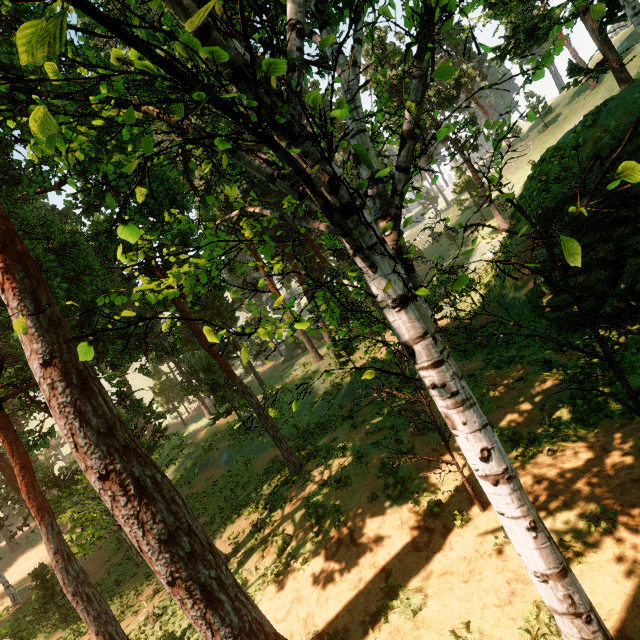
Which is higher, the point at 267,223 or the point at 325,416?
the point at 267,223

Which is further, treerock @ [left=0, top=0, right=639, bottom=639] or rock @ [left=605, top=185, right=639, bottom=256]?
rock @ [left=605, top=185, right=639, bottom=256]

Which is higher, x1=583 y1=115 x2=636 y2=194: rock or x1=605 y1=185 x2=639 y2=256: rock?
x1=583 y1=115 x2=636 y2=194: rock

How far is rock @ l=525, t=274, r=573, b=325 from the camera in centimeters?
1484cm

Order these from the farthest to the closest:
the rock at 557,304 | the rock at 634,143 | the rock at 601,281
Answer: the rock at 557,304
the rock at 601,281
the rock at 634,143

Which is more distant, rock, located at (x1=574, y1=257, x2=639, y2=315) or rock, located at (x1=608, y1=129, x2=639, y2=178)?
rock, located at (x1=574, y1=257, x2=639, y2=315)

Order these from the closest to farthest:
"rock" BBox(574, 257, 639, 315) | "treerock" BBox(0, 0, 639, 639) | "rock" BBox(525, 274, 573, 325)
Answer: "treerock" BBox(0, 0, 639, 639), "rock" BBox(574, 257, 639, 315), "rock" BBox(525, 274, 573, 325)

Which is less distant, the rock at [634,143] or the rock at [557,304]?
the rock at [634,143]
